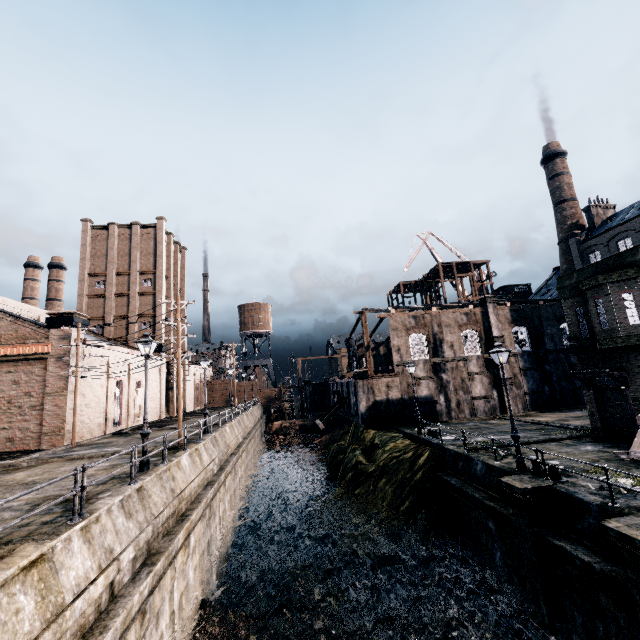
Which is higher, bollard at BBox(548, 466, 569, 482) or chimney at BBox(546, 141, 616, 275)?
chimney at BBox(546, 141, 616, 275)

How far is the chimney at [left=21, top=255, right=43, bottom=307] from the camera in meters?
55.8 m

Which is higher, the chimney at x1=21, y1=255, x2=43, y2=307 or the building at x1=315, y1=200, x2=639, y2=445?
the chimney at x1=21, y1=255, x2=43, y2=307

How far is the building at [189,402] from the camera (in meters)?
52.41

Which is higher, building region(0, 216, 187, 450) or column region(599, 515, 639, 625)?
building region(0, 216, 187, 450)

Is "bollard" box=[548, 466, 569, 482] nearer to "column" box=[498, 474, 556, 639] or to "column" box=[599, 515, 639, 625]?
"column" box=[498, 474, 556, 639]

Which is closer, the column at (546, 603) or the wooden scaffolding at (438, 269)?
the column at (546, 603)

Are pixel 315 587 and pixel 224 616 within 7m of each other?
yes
